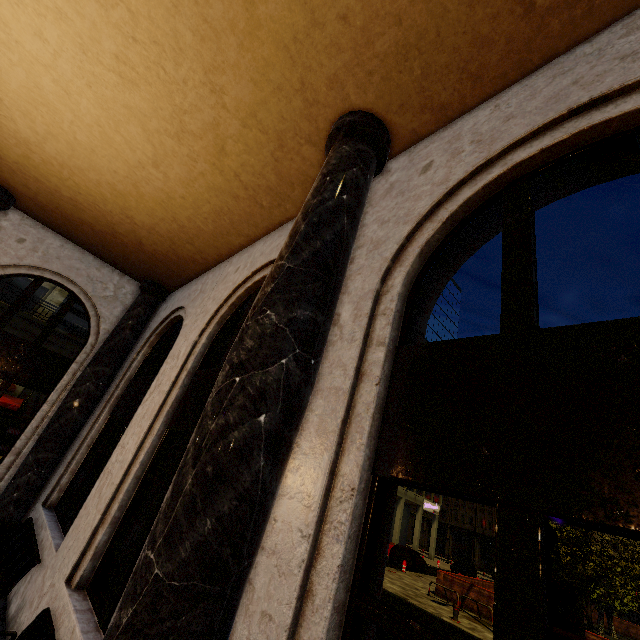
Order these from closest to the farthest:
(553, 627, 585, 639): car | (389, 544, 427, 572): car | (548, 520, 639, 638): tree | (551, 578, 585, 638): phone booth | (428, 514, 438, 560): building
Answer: (553, 627, 585, 639): car → (551, 578, 585, 638): phone booth → (548, 520, 639, 638): tree → (389, 544, 427, 572): car → (428, 514, 438, 560): building

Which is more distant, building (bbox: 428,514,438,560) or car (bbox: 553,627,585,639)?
building (bbox: 428,514,438,560)

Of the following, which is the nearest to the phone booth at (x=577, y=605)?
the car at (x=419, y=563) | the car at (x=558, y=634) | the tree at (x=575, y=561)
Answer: the tree at (x=575, y=561)

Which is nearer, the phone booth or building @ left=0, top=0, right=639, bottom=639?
building @ left=0, top=0, right=639, bottom=639

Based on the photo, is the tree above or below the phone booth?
above

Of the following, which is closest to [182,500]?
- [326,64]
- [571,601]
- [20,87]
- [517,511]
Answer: [517,511]

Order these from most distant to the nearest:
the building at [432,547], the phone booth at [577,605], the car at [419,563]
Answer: the building at [432,547] → the car at [419,563] → the phone booth at [577,605]

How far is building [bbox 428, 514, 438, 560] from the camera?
45.5 meters
